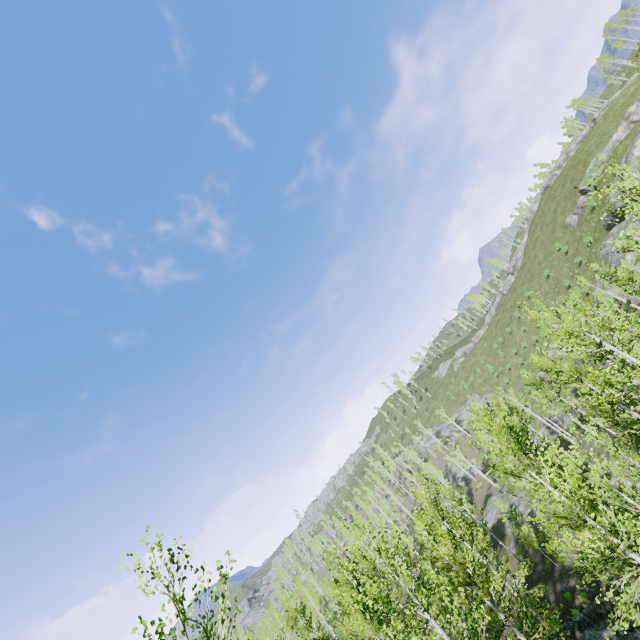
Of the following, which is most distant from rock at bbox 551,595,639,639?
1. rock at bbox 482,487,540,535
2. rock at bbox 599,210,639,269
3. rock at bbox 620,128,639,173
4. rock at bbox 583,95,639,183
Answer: rock at bbox 583,95,639,183

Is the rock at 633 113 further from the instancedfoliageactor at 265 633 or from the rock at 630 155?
the instancedfoliageactor at 265 633

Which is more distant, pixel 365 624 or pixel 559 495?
pixel 365 624

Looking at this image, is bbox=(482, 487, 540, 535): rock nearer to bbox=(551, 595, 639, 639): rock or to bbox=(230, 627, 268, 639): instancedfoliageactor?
bbox=(230, 627, 268, 639): instancedfoliageactor

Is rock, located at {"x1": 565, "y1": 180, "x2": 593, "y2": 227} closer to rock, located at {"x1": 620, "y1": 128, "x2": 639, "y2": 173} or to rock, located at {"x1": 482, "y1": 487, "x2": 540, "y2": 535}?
rock, located at {"x1": 620, "y1": 128, "x2": 639, "y2": 173}

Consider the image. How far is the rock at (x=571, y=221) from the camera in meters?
51.9

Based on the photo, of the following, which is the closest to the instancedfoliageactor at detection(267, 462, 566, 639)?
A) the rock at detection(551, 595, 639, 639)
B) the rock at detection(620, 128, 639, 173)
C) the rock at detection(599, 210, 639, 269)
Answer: the rock at detection(551, 595, 639, 639)
